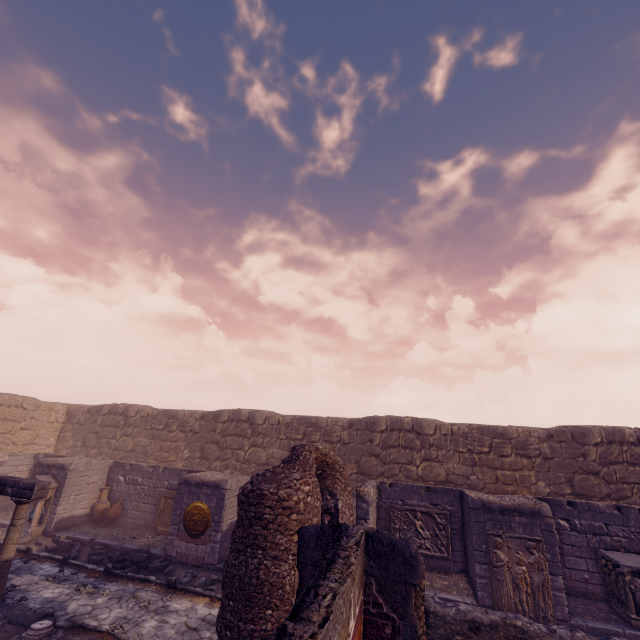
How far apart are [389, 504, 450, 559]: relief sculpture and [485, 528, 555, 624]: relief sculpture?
1.77m

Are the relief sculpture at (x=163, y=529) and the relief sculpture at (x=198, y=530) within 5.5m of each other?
yes

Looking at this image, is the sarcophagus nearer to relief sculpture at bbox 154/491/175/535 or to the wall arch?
the wall arch

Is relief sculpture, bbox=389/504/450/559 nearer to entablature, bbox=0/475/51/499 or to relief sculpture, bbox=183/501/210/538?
relief sculpture, bbox=183/501/210/538

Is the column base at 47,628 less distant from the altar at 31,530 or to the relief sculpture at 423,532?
the altar at 31,530

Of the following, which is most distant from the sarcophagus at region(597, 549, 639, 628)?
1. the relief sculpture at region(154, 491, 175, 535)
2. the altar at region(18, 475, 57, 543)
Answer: the altar at region(18, 475, 57, 543)

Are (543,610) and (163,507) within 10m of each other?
no

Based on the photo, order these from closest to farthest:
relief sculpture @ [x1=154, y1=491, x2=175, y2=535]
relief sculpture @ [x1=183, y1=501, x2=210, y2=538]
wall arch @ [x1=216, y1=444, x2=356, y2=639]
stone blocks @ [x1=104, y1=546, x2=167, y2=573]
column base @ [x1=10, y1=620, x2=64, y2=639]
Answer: wall arch @ [x1=216, y1=444, x2=356, y2=639] < column base @ [x1=10, y1=620, x2=64, y2=639] < stone blocks @ [x1=104, y1=546, x2=167, y2=573] < relief sculpture @ [x1=183, y1=501, x2=210, y2=538] < relief sculpture @ [x1=154, y1=491, x2=175, y2=535]
